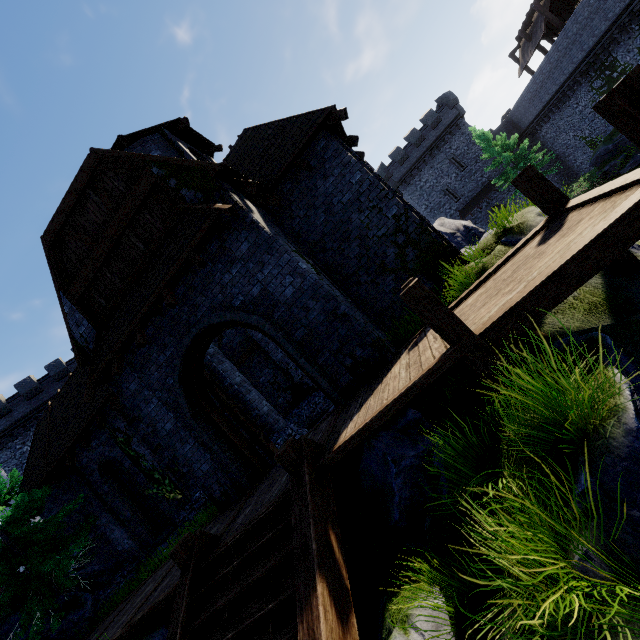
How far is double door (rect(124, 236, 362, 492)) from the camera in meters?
7.4 m

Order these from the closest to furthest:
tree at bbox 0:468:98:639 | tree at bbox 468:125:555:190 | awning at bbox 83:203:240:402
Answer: awning at bbox 83:203:240:402
tree at bbox 0:468:98:639
tree at bbox 468:125:555:190

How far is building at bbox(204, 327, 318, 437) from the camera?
11.47m

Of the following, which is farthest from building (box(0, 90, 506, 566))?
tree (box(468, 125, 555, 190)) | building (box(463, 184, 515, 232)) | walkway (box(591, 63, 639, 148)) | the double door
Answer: building (box(463, 184, 515, 232))

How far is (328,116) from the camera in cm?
900

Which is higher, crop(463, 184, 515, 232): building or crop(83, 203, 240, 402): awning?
crop(83, 203, 240, 402): awning

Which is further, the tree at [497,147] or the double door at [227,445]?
the tree at [497,147]

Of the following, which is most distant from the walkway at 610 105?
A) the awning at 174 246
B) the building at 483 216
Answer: the building at 483 216
